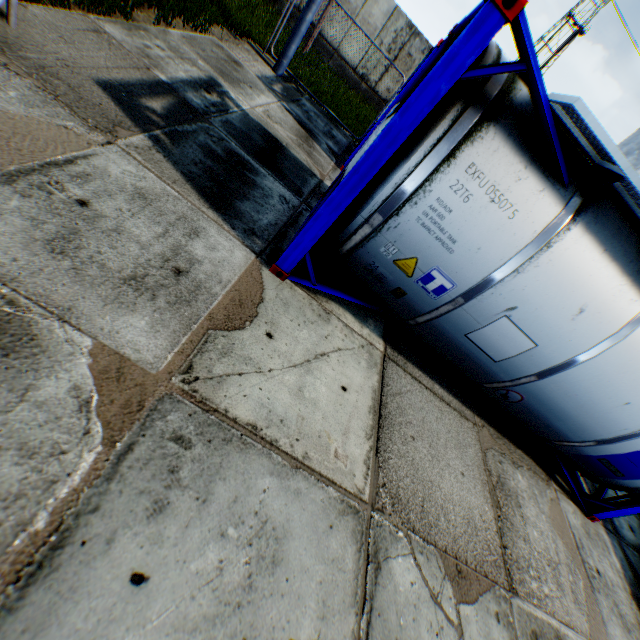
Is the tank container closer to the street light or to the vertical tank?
the street light

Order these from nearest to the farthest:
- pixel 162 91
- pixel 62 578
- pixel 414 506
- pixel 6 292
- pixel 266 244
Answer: pixel 62 578
pixel 6 292
pixel 414 506
pixel 266 244
pixel 162 91

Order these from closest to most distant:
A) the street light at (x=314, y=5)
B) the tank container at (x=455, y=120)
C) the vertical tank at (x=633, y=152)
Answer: the tank container at (x=455, y=120)
the street light at (x=314, y=5)
the vertical tank at (x=633, y=152)

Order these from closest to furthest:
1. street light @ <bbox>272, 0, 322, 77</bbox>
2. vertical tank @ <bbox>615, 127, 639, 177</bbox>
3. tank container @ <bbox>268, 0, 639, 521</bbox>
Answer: tank container @ <bbox>268, 0, 639, 521</bbox>
street light @ <bbox>272, 0, 322, 77</bbox>
vertical tank @ <bbox>615, 127, 639, 177</bbox>

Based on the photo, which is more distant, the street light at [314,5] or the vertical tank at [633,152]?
the vertical tank at [633,152]

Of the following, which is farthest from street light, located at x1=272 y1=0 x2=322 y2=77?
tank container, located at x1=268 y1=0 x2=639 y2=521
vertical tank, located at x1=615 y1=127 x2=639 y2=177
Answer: vertical tank, located at x1=615 y1=127 x2=639 y2=177
